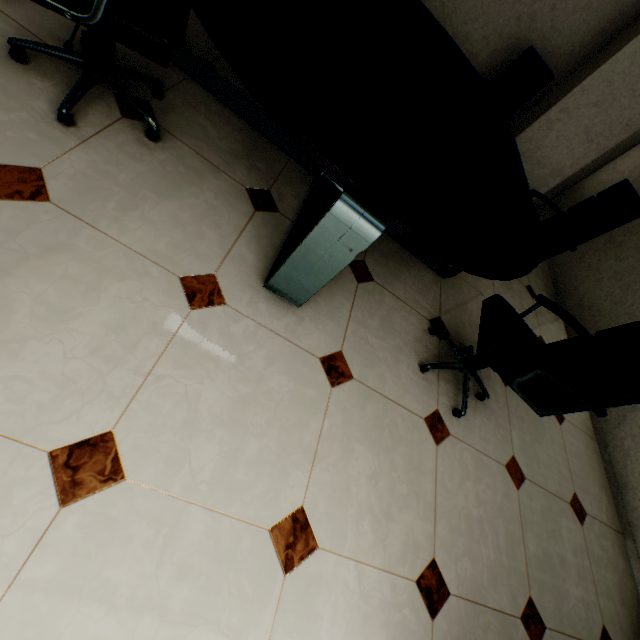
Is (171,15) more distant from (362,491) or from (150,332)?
(362,491)

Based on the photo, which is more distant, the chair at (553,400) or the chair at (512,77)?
the chair at (512,77)

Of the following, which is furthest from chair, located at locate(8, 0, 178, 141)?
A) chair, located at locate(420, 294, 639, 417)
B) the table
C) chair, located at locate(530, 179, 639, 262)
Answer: chair, located at locate(530, 179, 639, 262)

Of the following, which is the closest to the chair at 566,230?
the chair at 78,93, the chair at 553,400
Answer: the chair at 553,400

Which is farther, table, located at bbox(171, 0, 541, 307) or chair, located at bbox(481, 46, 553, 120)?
chair, located at bbox(481, 46, 553, 120)

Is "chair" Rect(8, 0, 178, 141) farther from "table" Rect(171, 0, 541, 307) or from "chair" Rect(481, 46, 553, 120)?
"chair" Rect(481, 46, 553, 120)

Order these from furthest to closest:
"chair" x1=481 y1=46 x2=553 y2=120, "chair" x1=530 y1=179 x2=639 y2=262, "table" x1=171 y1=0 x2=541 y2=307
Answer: "chair" x1=481 y1=46 x2=553 y2=120 < "chair" x1=530 y1=179 x2=639 y2=262 < "table" x1=171 y1=0 x2=541 y2=307

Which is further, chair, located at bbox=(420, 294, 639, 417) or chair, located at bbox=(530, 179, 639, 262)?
chair, located at bbox=(530, 179, 639, 262)
